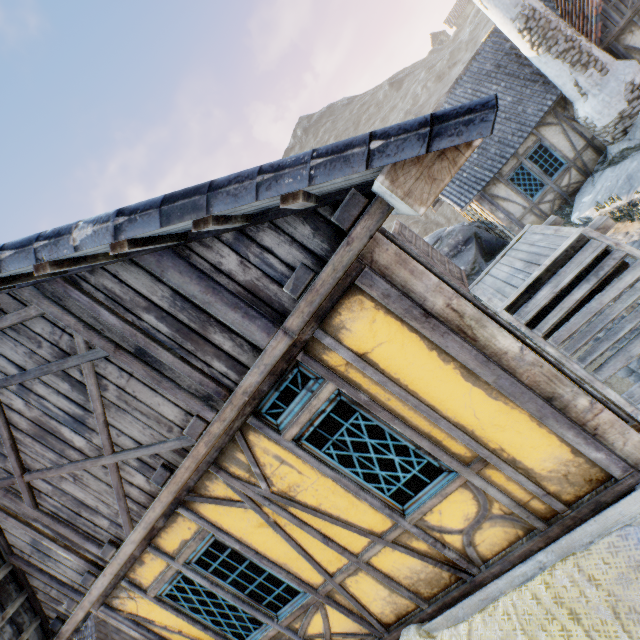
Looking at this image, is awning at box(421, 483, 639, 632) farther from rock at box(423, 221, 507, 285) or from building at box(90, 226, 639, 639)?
rock at box(423, 221, 507, 285)

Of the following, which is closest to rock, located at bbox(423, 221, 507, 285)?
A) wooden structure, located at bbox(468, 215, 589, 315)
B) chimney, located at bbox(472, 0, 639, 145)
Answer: chimney, located at bbox(472, 0, 639, 145)

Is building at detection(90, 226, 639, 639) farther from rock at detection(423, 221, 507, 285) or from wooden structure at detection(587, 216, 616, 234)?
rock at detection(423, 221, 507, 285)

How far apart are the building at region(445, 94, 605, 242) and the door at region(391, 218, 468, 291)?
5.6 meters

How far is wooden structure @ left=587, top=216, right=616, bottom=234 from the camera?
5.03m

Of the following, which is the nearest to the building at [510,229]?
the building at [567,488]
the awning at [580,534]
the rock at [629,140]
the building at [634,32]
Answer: the rock at [629,140]

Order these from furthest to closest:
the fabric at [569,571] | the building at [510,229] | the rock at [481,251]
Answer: the rock at [481,251] → the building at [510,229] → the fabric at [569,571]

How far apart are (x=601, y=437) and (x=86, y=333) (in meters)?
4.16
